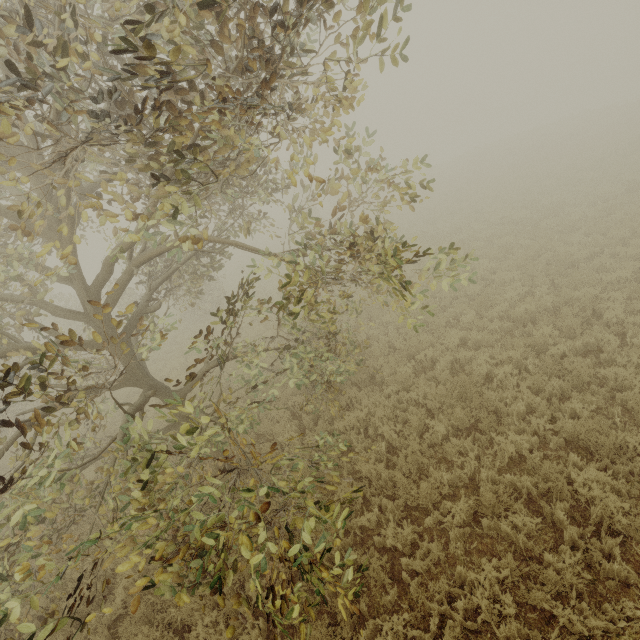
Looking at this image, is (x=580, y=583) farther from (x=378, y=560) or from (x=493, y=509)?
(x=378, y=560)

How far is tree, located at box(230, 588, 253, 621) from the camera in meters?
2.9 m

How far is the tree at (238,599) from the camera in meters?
2.9
